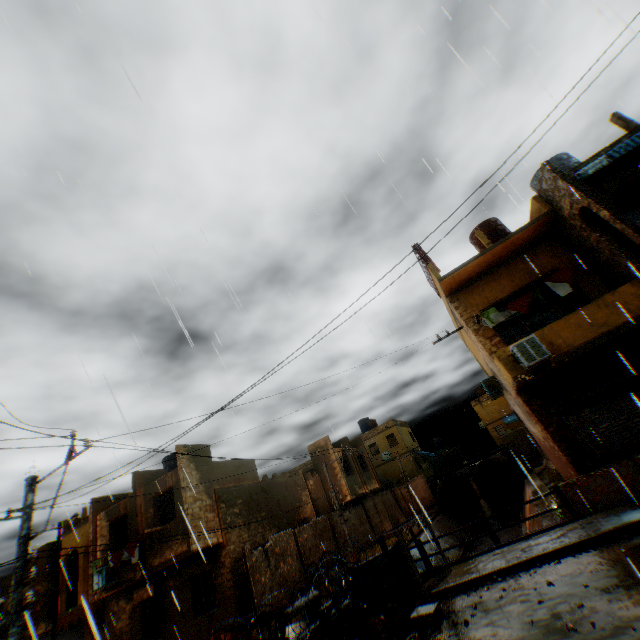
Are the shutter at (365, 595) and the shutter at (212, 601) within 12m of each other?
yes

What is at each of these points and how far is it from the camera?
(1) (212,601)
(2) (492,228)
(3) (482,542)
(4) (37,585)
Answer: (1) shutter, 15.17m
(2) water tank, 15.45m
(3) concrete channel, 25.48m
(4) building, 21.69m

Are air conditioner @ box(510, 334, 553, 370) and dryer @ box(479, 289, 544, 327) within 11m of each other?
yes

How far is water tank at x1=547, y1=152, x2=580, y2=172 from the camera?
12.14m

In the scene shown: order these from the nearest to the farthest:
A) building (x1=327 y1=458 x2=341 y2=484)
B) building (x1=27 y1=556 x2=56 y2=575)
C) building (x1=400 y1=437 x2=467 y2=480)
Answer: building (x1=27 y1=556 x2=56 y2=575)
building (x1=327 y1=458 x2=341 y2=484)
building (x1=400 y1=437 x2=467 y2=480)

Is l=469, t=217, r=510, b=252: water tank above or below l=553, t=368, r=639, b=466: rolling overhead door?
above

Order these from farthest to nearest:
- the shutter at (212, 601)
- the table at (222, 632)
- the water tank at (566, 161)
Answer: the shutter at (212, 601) < the water tank at (566, 161) < the table at (222, 632)

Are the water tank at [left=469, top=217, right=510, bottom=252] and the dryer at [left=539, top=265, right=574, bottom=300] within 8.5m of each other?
yes
